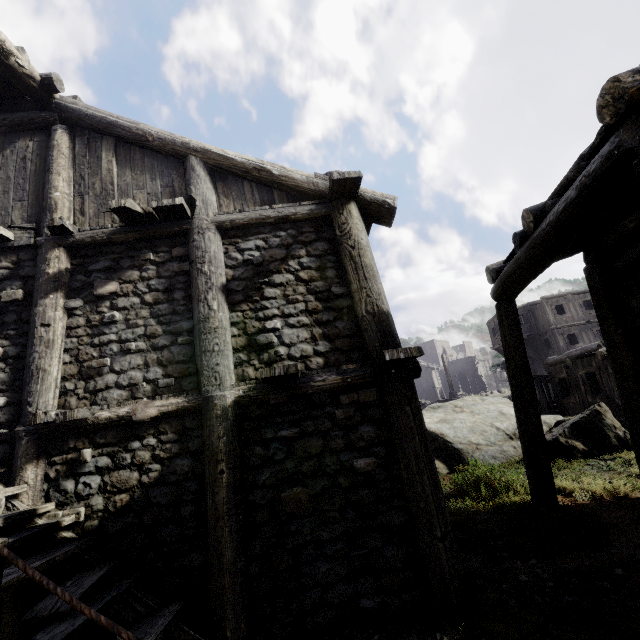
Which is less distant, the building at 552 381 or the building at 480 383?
the building at 552 381

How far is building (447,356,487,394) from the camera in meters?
55.7

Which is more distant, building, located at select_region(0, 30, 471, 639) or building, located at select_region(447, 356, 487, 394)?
building, located at select_region(447, 356, 487, 394)

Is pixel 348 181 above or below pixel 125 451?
above
